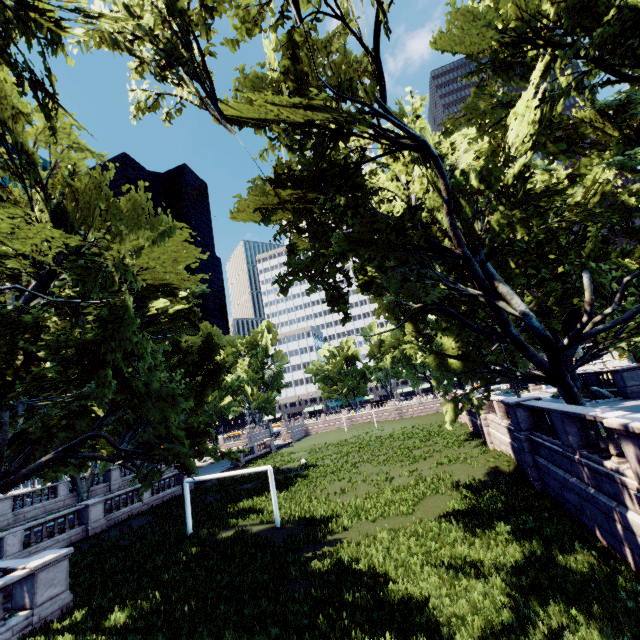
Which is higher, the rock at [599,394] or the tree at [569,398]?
the tree at [569,398]

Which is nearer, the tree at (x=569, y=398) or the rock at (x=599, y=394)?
the tree at (x=569, y=398)

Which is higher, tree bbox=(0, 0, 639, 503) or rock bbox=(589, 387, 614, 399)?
tree bbox=(0, 0, 639, 503)

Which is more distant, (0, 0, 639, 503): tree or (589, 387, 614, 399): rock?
(589, 387, 614, 399): rock

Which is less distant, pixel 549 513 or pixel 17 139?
pixel 17 139

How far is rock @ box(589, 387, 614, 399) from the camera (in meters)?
24.98
